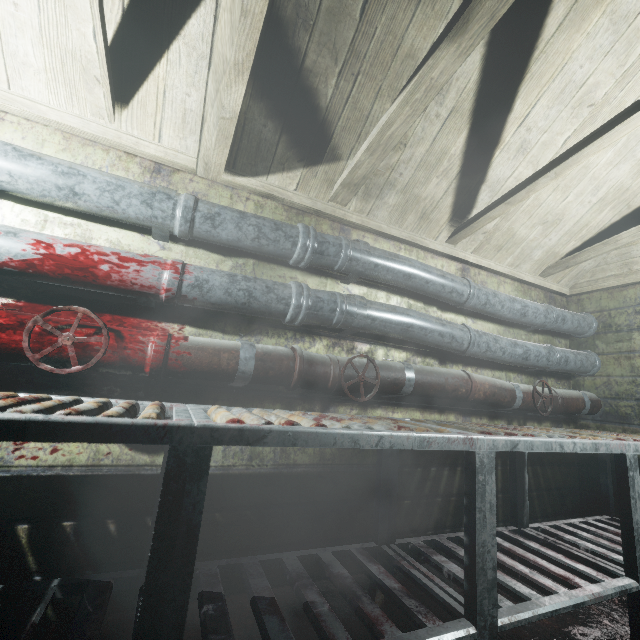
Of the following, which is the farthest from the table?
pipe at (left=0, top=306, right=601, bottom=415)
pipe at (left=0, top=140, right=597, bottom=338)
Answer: pipe at (left=0, top=140, right=597, bottom=338)

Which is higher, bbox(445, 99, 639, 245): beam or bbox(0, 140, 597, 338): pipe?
bbox(445, 99, 639, 245): beam

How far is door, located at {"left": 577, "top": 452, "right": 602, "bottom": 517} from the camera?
2.52m

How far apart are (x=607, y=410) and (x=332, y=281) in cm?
249

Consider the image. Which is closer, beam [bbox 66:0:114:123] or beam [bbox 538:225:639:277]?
beam [bbox 66:0:114:123]

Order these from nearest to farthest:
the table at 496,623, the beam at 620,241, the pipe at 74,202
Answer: the table at 496,623, the pipe at 74,202, the beam at 620,241

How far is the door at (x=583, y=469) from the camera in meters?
2.5 m

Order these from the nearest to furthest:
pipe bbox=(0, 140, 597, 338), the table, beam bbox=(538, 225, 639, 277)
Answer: the table < pipe bbox=(0, 140, 597, 338) < beam bbox=(538, 225, 639, 277)
